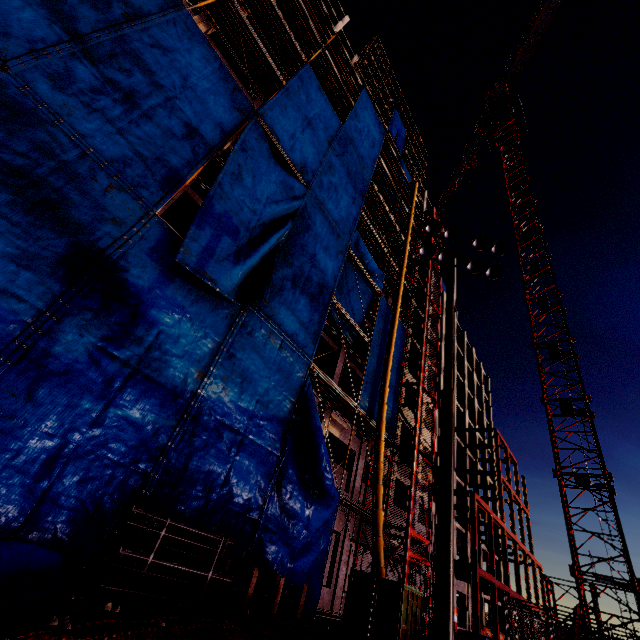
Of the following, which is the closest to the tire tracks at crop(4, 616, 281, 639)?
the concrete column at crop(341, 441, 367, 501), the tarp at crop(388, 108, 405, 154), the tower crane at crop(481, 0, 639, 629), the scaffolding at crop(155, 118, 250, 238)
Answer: the concrete column at crop(341, 441, 367, 501)

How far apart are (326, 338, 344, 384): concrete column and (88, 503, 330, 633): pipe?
9.12m

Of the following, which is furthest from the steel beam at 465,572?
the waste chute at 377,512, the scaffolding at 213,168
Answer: the scaffolding at 213,168

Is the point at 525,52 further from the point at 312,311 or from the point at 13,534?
the point at 13,534

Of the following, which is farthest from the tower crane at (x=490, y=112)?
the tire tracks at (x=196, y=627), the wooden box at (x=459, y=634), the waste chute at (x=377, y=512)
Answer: the tire tracks at (x=196, y=627)

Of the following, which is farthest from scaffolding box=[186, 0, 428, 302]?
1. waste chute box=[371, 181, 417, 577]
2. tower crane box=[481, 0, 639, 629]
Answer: tower crane box=[481, 0, 639, 629]

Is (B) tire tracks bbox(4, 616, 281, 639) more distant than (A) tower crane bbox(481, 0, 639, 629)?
No

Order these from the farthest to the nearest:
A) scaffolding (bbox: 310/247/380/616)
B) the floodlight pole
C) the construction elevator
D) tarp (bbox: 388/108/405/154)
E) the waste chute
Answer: tarp (bbox: 388/108/405/154)
the construction elevator
scaffolding (bbox: 310/247/380/616)
the waste chute
the floodlight pole
